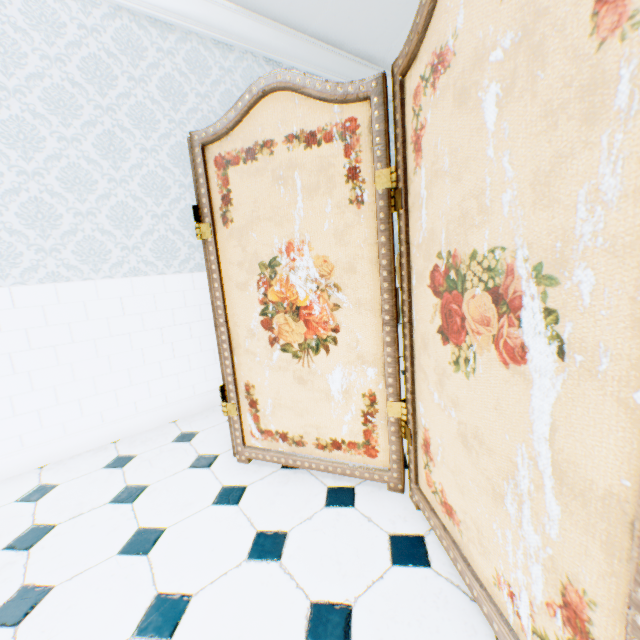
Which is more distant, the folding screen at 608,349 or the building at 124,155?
the building at 124,155

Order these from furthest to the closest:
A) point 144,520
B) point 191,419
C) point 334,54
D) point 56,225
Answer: point 334,54 < point 191,419 < point 56,225 < point 144,520

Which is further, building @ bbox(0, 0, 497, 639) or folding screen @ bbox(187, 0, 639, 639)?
building @ bbox(0, 0, 497, 639)
